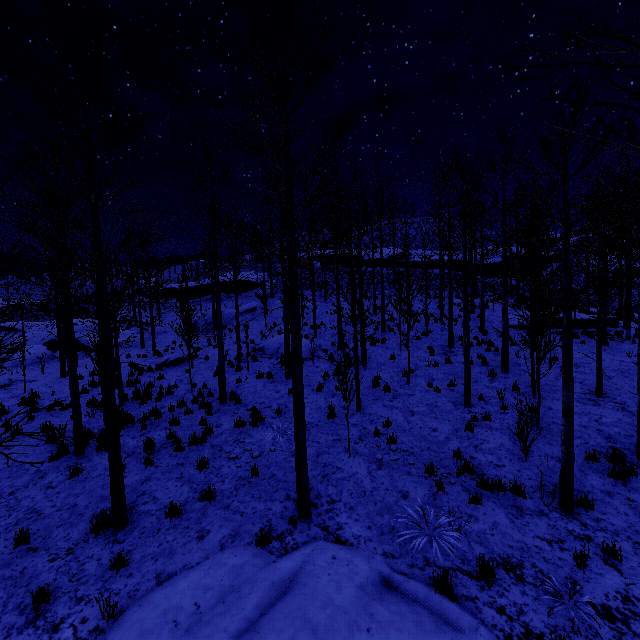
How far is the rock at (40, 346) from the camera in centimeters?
2309cm

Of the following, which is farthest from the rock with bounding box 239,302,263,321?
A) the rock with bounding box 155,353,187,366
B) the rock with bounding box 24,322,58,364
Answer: the rock with bounding box 155,353,187,366

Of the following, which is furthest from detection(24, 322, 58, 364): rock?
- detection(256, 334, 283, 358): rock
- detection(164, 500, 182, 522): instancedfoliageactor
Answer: detection(164, 500, 182, 522): instancedfoliageactor

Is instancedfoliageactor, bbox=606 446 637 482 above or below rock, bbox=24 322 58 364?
below

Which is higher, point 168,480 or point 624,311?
point 624,311

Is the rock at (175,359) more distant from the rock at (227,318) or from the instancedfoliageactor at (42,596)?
the instancedfoliageactor at (42,596)

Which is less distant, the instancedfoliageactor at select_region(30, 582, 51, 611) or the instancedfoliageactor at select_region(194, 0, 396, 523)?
the instancedfoliageactor at select_region(30, 582, 51, 611)

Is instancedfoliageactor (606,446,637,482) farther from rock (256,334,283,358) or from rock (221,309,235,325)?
rock (221,309,235,325)
